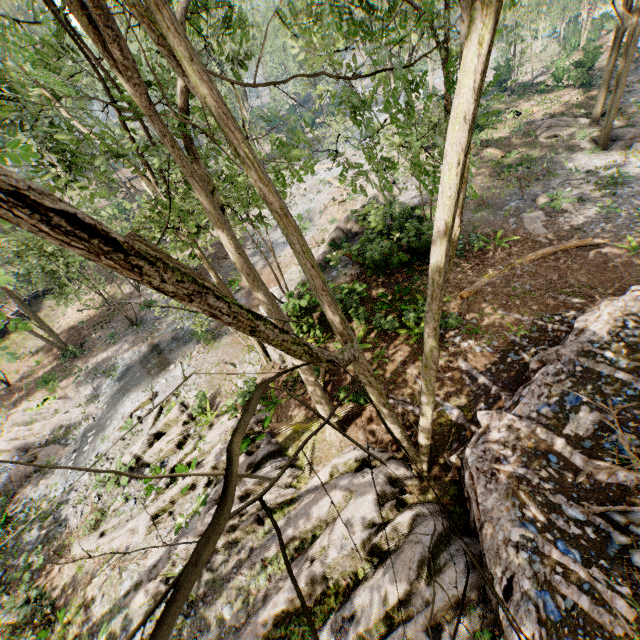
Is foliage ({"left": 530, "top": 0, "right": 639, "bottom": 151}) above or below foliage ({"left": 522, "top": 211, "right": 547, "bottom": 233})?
above

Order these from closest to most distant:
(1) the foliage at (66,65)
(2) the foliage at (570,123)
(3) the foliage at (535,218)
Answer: (1) the foliage at (66,65) → (3) the foliage at (535,218) → (2) the foliage at (570,123)

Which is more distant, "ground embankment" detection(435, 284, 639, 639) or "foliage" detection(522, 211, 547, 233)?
"foliage" detection(522, 211, 547, 233)

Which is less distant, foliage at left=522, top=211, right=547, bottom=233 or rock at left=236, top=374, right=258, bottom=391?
rock at left=236, top=374, right=258, bottom=391

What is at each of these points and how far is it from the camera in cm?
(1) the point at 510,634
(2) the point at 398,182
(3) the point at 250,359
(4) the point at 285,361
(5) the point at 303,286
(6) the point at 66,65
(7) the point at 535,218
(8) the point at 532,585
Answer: (1) ground embankment, 537
(2) rock, 2561
(3) rock, 1716
(4) rock, 1508
(5) rock, 1482
(6) foliage, 1095
(7) foliage, 1658
(8) ground embankment, 574

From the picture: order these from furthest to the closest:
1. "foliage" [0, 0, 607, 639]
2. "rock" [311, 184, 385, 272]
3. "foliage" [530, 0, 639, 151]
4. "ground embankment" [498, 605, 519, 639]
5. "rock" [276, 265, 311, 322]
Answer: "rock" [311, 184, 385, 272] → "foliage" [530, 0, 639, 151] → "rock" [276, 265, 311, 322] → "ground embankment" [498, 605, 519, 639] → "foliage" [0, 0, 607, 639]

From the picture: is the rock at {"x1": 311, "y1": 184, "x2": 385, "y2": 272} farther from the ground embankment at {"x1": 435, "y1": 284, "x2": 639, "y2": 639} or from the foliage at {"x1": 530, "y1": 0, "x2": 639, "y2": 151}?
the ground embankment at {"x1": 435, "y1": 284, "x2": 639, "y2": 639}

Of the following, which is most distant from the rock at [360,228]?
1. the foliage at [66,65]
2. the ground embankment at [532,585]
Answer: the ground embankment at [532,585]
